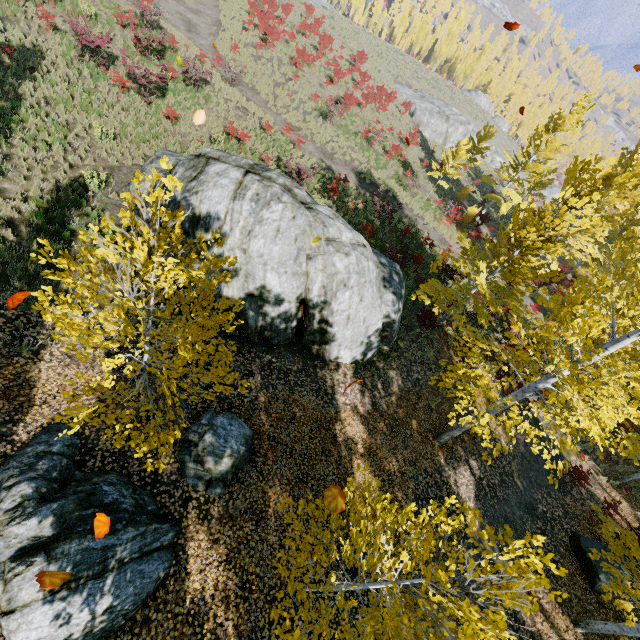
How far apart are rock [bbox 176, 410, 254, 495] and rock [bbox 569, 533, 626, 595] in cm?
1211

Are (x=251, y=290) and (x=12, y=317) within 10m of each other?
yes

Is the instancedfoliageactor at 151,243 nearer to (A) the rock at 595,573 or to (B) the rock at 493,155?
(A) the rock at 595,573

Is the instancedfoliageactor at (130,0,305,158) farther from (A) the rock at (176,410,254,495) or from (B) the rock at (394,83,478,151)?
(B) the rock at (394,83,478,151)

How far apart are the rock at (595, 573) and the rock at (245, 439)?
12.11m

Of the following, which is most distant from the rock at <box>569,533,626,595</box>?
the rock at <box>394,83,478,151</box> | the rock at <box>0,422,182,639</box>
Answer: the rock at <box>394,83,478,151</box>

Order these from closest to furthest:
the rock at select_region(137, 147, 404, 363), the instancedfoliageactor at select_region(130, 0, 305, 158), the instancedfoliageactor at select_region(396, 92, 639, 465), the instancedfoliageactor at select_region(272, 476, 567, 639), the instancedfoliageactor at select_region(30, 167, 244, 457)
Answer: the instancedfoliageactor at select_region(272, 476, 567, 639), the instancedfoliageactor at select_region(30, 167, 244, 457), the instancedfoliageactor at select_region(396, 92, 639, 465), the rock at select_region(137, 147, 404, 363), the instancedfoliageactor at select_region(130, 0, 305, 158)
